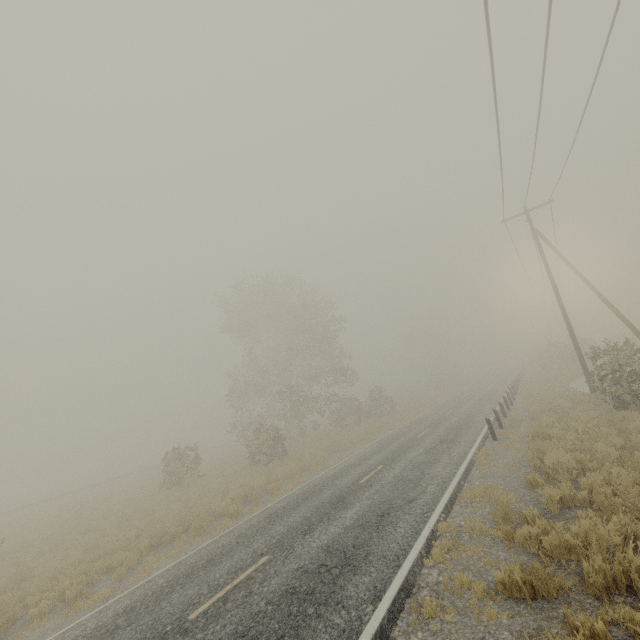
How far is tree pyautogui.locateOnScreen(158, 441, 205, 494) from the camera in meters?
22.4

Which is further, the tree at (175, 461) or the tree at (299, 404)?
the tree at (299, 404)

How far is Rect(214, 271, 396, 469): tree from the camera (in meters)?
29.83

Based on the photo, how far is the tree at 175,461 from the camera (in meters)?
22.39

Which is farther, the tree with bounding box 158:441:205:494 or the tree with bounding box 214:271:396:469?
the tree with bounding box 214:271:396:469

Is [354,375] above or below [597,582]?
above
